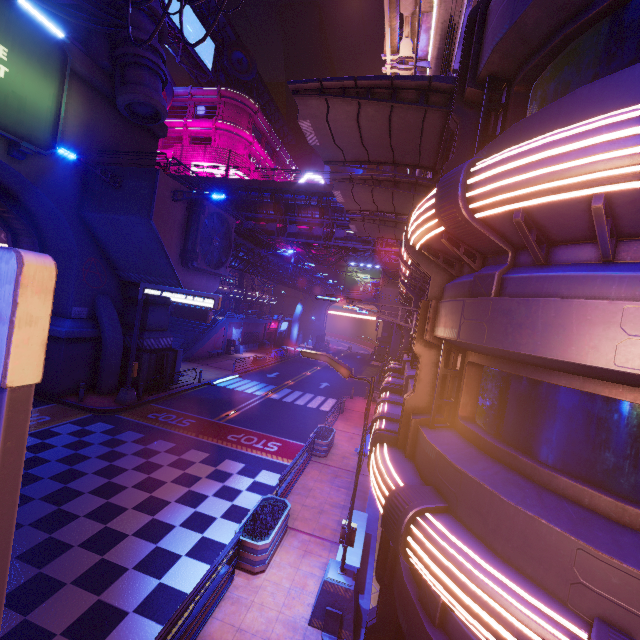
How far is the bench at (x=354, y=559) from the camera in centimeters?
852cm

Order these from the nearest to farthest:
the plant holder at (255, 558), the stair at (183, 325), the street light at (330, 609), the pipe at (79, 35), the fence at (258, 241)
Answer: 1. the street light at (330, 609)
2. the plant holder at (255, 558)
3. the pipe at (79, 35)
4. the fence at (258, 241)
5. the stair at (183, 325)

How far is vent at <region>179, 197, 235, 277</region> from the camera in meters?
19.5

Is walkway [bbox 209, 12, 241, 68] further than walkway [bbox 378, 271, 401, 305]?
Yes

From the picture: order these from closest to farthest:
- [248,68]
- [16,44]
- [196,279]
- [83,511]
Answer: [83,511], [16,44], [196,279], [248,68]

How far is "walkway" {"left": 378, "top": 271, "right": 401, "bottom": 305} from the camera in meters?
33.6

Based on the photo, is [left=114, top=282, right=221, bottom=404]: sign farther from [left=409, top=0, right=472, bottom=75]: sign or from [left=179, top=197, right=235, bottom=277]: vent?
[left=409, top=0, right=472, bottom=75]: sign

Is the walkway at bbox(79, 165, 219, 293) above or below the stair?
above
